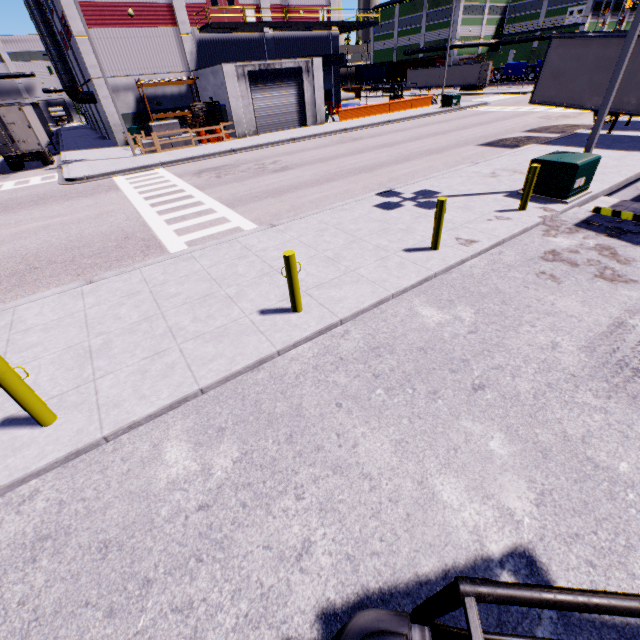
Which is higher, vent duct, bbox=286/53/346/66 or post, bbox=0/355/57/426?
vent duct, bbox=286/53/346/66

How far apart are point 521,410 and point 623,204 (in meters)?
9.68

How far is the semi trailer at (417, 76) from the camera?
53.6m

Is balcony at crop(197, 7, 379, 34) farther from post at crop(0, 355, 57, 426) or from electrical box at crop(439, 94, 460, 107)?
electrical box at crop(439, 94, 460, 107)

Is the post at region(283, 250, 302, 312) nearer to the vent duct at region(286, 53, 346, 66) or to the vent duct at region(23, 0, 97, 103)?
the vent duct at region(286, 53, 346, 66)

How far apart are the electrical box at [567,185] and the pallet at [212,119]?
25.42m

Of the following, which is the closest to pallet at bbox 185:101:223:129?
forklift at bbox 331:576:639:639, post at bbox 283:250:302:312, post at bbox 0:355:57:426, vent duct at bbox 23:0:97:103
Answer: vent duct at bbox 23:0:97:103

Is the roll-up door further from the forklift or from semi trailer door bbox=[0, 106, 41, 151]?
semi trailer door bbox=[0, 106, 41, 151]
